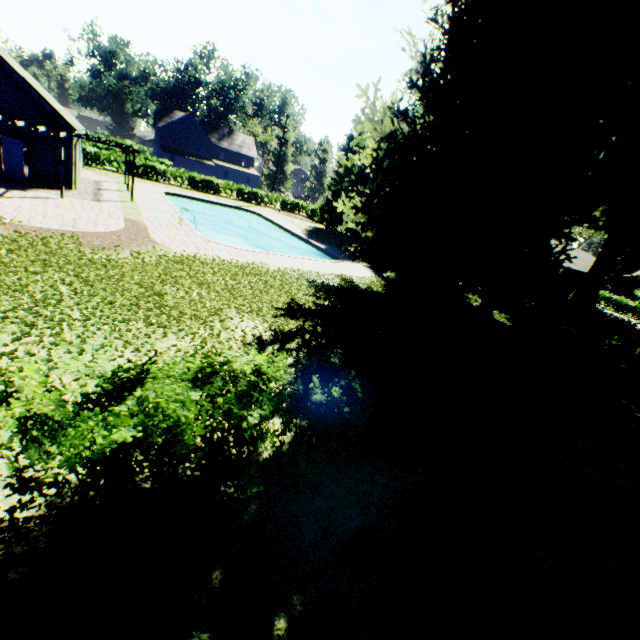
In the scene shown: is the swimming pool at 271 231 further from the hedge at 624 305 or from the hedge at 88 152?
the hedge at 624 305

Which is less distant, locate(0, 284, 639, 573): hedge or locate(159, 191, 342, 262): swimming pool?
locate(0, 284, 639, 573): hedge

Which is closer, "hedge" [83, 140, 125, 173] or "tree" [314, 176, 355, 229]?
"hedge" [83, 140, 125, 173]

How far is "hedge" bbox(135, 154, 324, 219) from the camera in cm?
3656

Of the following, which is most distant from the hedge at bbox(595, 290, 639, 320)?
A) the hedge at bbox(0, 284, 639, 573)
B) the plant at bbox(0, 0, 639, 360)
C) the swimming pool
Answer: the swimming pool

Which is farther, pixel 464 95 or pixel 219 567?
pixel 464 95

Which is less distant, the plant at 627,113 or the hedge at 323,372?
the hedge at 323,372

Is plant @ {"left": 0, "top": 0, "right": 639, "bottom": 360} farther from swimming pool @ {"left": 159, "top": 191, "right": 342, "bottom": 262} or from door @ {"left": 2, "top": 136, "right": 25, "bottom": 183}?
door @ {"left": 2, "top": 136, "right": 25, "bottom": 183}
